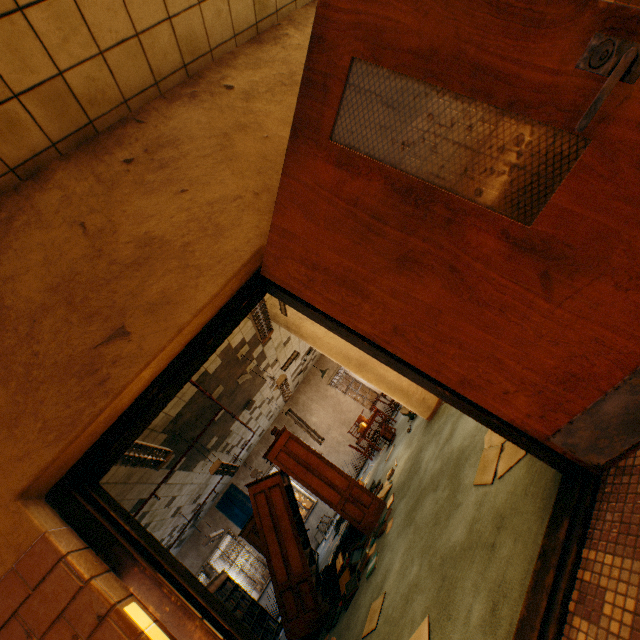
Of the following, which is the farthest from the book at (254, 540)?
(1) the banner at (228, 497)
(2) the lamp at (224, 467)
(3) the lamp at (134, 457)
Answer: (3) the lamp at (134, 457)

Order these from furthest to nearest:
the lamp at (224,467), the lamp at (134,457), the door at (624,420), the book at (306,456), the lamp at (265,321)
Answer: the lamp at (224,467), the book at (306,456), the lamp at (265,321), the lamp at (134,457), the door at (624,420)

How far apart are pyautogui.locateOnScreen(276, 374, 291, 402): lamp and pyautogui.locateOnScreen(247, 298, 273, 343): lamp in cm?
222

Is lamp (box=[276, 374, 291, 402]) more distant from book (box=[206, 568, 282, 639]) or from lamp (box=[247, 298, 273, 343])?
book (box=[206, 568, 282, 639])

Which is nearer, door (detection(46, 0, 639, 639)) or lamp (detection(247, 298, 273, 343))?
door (detection(46, 0, 639, 639))

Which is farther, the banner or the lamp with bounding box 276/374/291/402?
the banner

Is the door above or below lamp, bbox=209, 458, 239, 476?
below

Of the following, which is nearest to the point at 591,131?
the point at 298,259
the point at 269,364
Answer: the point at 298,259
